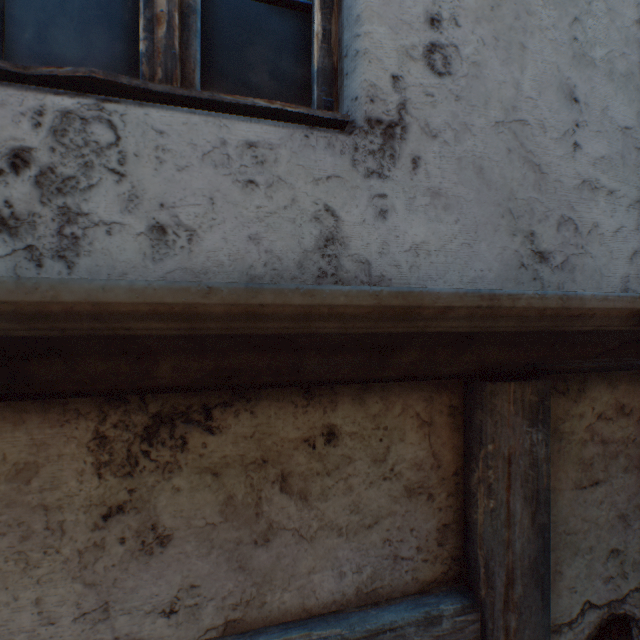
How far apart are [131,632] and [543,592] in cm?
115
